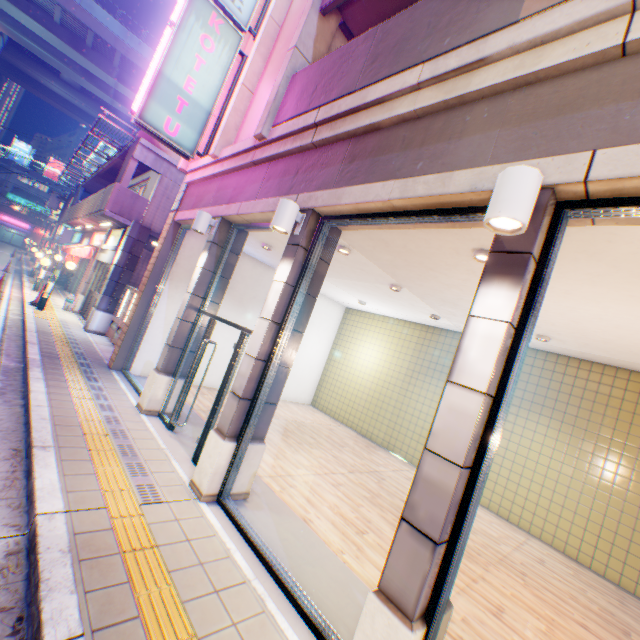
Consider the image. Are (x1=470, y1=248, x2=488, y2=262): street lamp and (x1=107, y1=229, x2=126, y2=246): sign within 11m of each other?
no

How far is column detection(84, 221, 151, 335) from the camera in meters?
11.8 m

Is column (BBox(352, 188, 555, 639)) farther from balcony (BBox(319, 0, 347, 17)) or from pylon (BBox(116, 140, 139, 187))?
pylon (BBox(116, 140, 139, 187))

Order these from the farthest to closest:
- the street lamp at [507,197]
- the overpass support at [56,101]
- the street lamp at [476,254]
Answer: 1. the overpass support at [56,101]
2. the street lamp at [476,254]
3. the street lamp at [507,197]

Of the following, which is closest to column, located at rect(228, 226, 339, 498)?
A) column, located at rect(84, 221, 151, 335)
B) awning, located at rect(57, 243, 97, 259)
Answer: column, located at rect(84, 221, 151, 335)

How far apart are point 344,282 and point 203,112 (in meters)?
5.49

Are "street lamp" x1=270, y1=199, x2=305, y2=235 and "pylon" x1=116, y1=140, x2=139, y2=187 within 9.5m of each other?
no

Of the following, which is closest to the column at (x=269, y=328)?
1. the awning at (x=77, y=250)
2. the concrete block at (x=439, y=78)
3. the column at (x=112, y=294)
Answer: the concrete block at (x=439, y=78)
